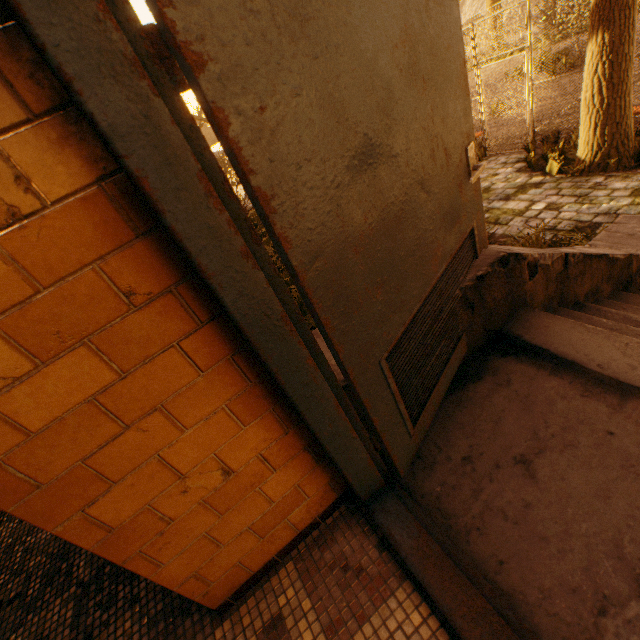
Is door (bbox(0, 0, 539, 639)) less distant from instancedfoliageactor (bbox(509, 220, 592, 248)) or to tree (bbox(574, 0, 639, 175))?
instancedfoliageactor (bbox(509, 220, 592, 248))

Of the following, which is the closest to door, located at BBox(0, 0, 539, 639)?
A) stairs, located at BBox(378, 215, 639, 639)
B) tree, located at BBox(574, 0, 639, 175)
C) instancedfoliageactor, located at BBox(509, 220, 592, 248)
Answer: stairs, located at BBox(378, 215, 639, 639)

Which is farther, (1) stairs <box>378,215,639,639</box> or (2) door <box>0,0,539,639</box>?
(1) stairs <box>378,215,639,639</box>

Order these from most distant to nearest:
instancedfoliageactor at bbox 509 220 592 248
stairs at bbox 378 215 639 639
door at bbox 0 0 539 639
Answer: instancedfoliageactor at bbox 509 220 592 248 → stairs at bbox 378 215 639 639 → door at bbox 0 0 539 639

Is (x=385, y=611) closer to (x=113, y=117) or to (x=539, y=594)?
(x=539, y=594)

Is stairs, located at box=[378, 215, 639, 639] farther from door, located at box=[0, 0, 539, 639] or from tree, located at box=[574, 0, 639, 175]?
tree, located at box=[574, 0, 639, 175]

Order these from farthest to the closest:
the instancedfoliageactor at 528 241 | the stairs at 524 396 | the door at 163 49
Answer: the instancedfoliageactor at 528 241, the stairs at 524 396, the door at 163 49

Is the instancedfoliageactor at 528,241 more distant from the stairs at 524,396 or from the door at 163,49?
the door at 163,49
